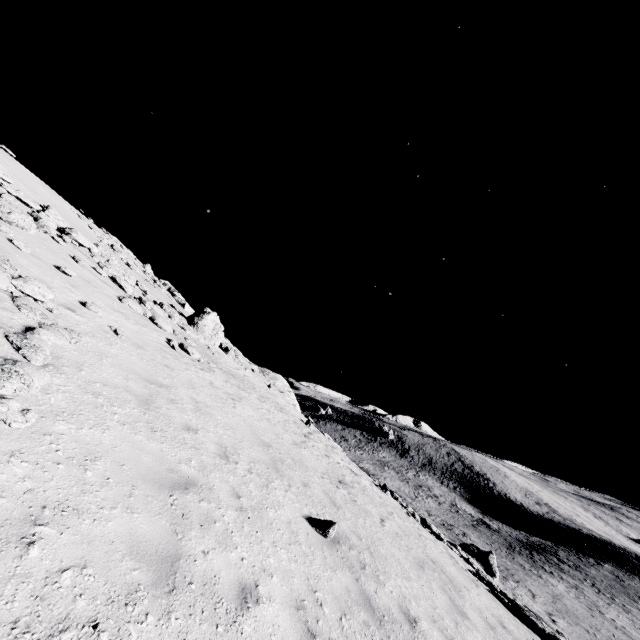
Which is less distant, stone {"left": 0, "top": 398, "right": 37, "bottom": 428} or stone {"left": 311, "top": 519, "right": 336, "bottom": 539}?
stone {"left": 0, "top": 398, "right": 37, "bottom": 428}

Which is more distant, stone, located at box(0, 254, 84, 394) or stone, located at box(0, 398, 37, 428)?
stone, located at box(0, 254, 84, 394)

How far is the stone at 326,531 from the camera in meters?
7.3

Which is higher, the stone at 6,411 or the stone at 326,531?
the stone at 6,411

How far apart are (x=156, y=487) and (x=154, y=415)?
2.4 meters

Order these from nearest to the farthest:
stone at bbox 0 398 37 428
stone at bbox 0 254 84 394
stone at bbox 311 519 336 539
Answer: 1. stone at bbox 0 398 37 428
2. stone at bbox 0 254 84 394
3. stone at bbox 311 519 336 539

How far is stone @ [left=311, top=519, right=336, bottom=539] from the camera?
7.3 meters
